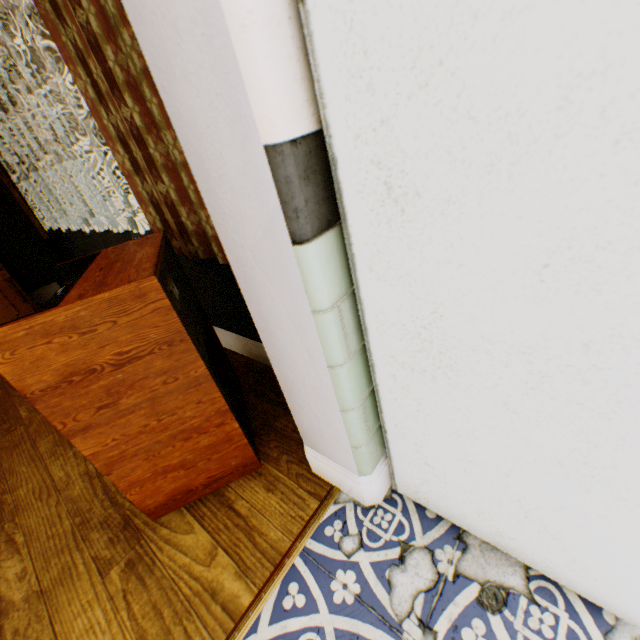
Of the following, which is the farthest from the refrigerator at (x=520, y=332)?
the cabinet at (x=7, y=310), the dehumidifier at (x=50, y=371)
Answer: the cabinet at (x=7, y=310)

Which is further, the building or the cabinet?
the cabinet

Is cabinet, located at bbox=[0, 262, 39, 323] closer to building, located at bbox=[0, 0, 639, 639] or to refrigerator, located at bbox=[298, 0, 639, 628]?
building, located at bbox=[0, 0, 639, 639]

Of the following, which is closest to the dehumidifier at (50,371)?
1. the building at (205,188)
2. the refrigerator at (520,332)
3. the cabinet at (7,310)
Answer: the building at (205,188)

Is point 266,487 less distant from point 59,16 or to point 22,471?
point 22,471

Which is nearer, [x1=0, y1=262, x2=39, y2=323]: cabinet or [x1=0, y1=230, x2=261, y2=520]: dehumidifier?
[x1=0, y1=230, x2=261, y2=520]: dehumidifier

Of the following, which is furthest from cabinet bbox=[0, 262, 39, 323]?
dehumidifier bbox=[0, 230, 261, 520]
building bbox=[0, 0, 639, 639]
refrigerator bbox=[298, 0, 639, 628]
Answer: refrigerator bbox=[298, 0, 639, 628]

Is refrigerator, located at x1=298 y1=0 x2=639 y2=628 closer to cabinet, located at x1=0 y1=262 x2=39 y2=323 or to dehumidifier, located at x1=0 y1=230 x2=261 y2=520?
dehumidifier, located at x1=0 y1=230 x2=261 y2=520
